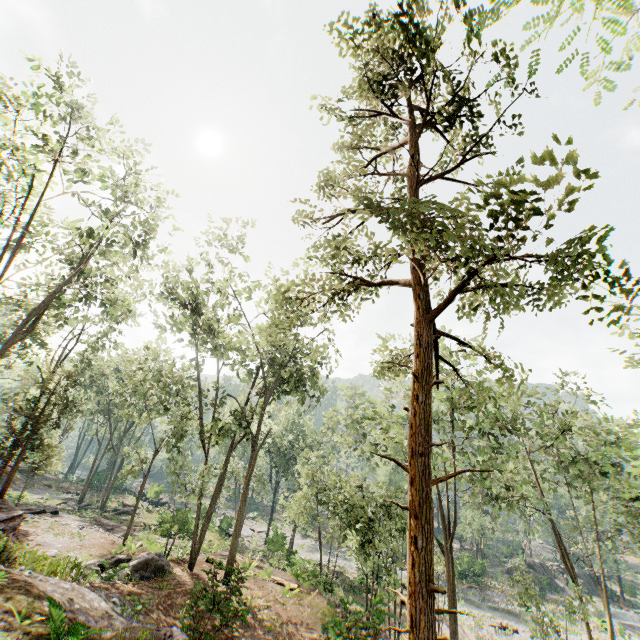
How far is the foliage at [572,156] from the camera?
2.5m

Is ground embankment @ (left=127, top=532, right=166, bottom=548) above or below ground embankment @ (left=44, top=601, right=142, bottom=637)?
below

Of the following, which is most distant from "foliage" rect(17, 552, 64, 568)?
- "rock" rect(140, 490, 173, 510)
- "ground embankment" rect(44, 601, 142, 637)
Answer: "ground embankment" rect(44, 601, 142, 637)

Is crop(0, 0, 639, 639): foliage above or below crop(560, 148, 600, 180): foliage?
below

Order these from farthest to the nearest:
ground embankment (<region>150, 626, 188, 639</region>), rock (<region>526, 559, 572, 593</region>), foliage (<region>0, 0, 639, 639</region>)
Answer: rock (<region>526, 559, 572, 593</region>) < ground embankment (<region>150, 626, 188, 639</region>) < foliage (<region>0, 0, 639, 639</region>)

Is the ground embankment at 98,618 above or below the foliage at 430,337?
below

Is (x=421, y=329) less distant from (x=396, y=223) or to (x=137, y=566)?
(x=396, y=223)
